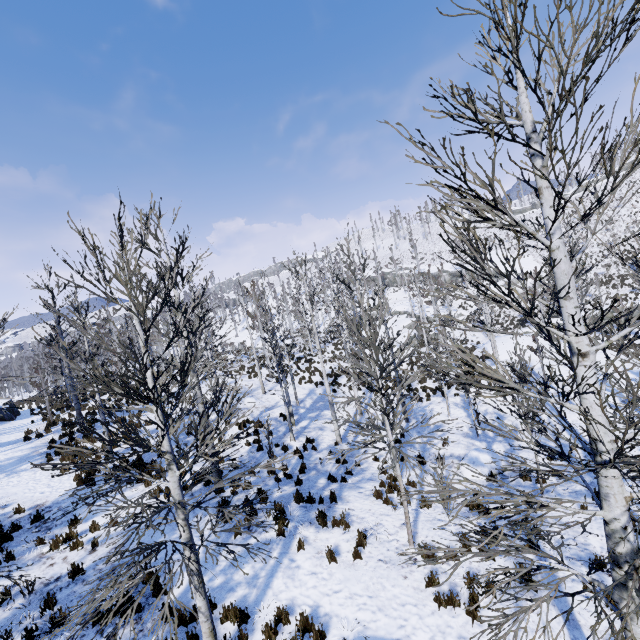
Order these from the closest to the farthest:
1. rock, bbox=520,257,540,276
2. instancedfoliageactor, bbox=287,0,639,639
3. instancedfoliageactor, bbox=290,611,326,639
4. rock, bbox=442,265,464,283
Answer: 1. instancedfoliageactor, bbox=287,0,639,639
2. instancedfoliageactor, bbox=290,611,326,639
3. rock, bbox=520,257,540,276
4. rock, bbox=442,265,464,283

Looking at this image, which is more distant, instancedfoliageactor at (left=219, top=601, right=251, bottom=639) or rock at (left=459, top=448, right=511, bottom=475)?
rock at (left=459, top=448, right=511, bottom=475)

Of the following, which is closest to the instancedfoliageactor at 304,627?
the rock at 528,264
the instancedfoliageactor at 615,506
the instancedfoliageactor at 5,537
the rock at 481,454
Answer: the instancedfoliageactor at 5,537

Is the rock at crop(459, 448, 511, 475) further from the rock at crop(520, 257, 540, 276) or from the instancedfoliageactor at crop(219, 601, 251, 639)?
the rock at crop(520, 257, 540, 276)

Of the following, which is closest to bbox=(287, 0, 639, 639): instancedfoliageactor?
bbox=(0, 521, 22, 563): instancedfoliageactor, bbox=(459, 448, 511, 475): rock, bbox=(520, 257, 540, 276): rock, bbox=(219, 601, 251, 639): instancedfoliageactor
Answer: bbox=(459, 448, 511, 475): rock

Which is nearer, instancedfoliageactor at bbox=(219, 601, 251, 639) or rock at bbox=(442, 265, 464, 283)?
instancedfoliageactor at bbox=(219, 601, 251, 639)

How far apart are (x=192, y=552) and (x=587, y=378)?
5.6m
